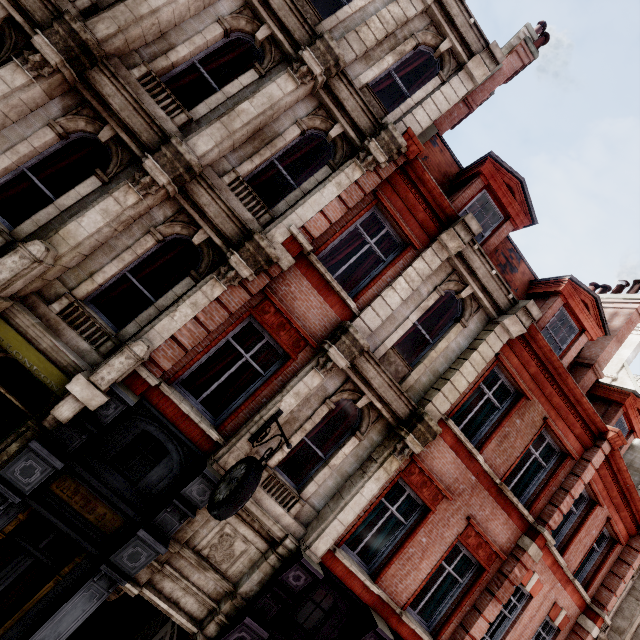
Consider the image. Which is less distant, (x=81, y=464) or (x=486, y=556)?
(x=81, y=464)

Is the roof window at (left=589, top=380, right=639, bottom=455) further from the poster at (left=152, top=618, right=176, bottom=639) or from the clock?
the poster at (left=152, top=618, right=176, bottom=639)

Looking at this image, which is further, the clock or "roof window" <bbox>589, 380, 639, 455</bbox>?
"roof window" <bbox>589, 380, 639, 455</bbox>

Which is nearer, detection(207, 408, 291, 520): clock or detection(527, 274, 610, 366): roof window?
detection(207, 408, 291, 520): clock

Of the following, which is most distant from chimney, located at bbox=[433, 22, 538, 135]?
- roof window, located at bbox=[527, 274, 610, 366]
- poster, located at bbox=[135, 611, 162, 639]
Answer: poster, located at bbox=[135, 611, 162, 639]

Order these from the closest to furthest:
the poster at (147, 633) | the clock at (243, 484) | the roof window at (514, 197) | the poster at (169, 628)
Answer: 1. the clock at (243, 484)
2. the poster at (169, 628)
3. the poster at (147, 633)
4. the roof window at (514, 197)

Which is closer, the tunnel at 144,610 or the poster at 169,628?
the poster at 169,628

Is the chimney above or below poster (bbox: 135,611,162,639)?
above
